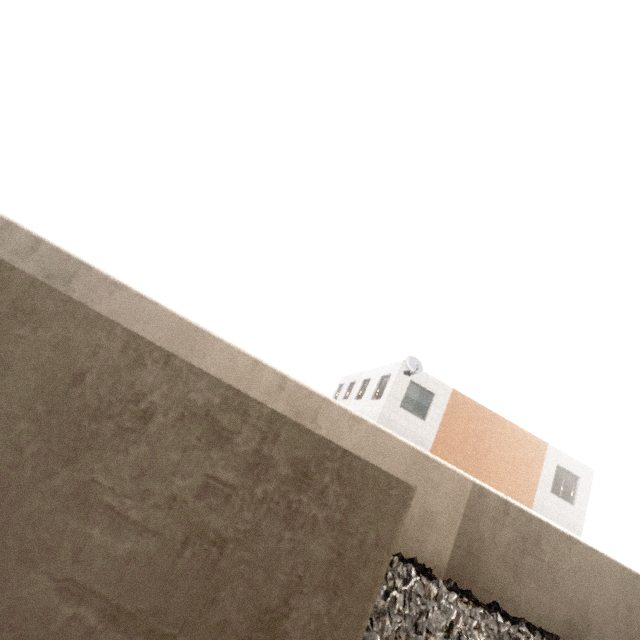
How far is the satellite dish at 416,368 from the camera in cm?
1557

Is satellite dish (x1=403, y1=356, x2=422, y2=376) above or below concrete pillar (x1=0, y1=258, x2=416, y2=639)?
above

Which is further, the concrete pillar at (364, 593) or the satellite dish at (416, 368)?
the satellite dish at (416, 368)

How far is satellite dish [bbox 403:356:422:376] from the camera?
15.57m

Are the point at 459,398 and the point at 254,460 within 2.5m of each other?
no

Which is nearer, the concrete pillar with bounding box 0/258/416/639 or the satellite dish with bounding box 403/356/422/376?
the concrete pillar with bounding box 0/258/416/639
